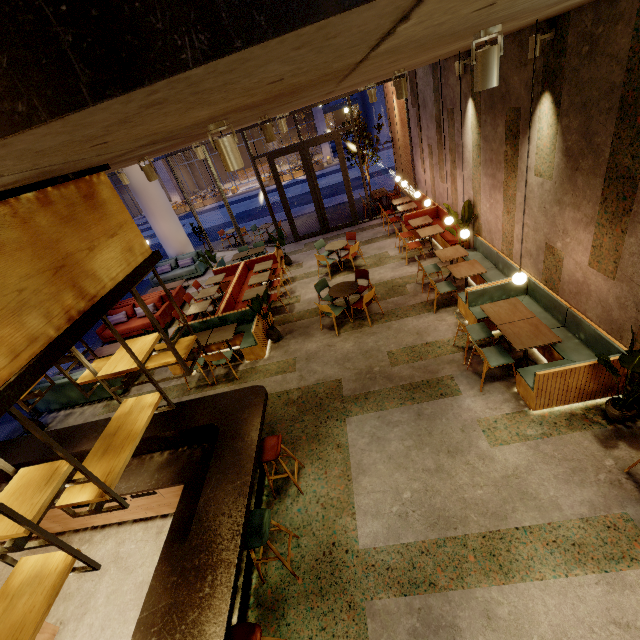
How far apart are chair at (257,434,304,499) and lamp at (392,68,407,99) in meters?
5.1

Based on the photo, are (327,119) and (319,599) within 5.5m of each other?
no

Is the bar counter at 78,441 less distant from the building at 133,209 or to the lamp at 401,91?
the lamp at 401,91

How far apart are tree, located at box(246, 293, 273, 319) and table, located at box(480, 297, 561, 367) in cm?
443

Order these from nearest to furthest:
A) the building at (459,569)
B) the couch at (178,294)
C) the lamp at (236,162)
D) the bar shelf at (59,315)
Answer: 1. the bar shelf at (59,315)
2. the lamp at (236,162)
3. the building at (459,569)
4. the couch at (178,294)

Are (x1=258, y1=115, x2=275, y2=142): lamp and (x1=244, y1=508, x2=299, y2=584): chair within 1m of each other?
no

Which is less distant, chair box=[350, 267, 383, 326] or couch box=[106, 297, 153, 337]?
chair box=[350, 267, 383, 326]

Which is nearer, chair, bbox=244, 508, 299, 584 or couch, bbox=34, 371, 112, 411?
chair, bbox=244, 508, 299, 584
